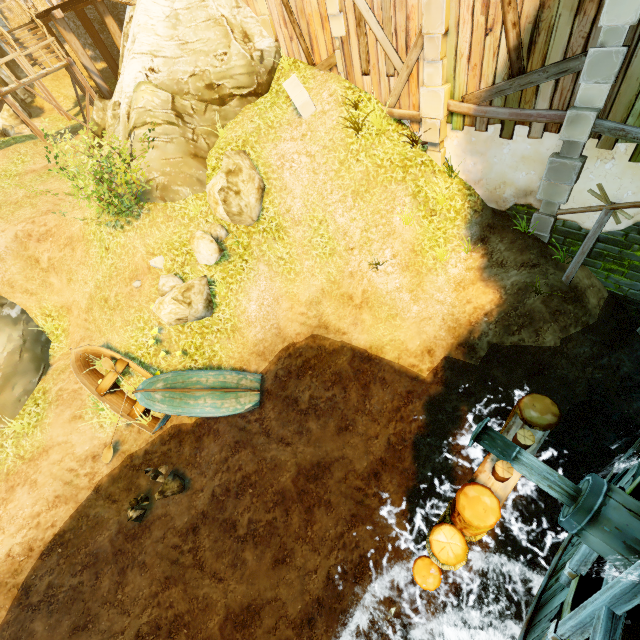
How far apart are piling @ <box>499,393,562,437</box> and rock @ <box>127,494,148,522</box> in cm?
899

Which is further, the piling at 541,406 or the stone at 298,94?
the stone at 298,94

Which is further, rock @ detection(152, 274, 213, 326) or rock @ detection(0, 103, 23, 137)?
rock @ detection(0, 103, 23, 137)

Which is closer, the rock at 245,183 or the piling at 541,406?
the piling at 541,406

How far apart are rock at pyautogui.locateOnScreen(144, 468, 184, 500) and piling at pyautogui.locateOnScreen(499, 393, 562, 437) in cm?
791

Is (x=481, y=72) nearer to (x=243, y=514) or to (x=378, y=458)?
(x=378, y=458)

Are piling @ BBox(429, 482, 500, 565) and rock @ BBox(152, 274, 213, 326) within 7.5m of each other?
no

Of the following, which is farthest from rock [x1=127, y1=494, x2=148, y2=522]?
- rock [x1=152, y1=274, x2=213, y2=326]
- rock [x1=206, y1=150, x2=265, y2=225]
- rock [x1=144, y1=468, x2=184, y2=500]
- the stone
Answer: the stone
